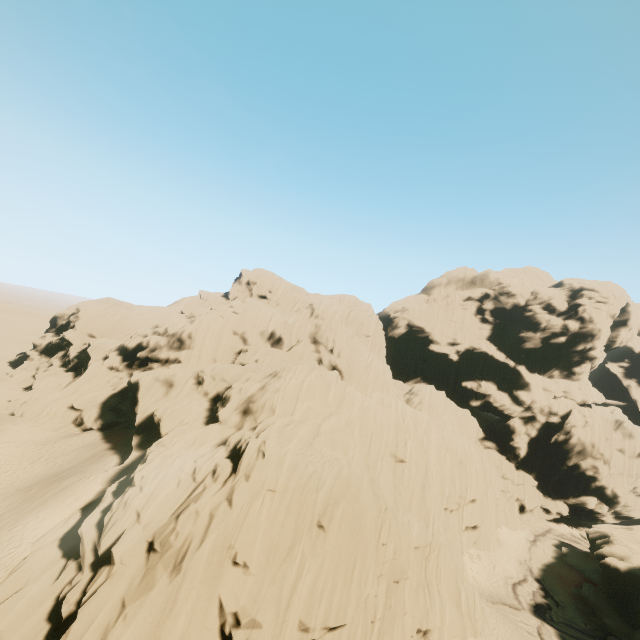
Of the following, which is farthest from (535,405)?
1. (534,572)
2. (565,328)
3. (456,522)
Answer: (456,522)
